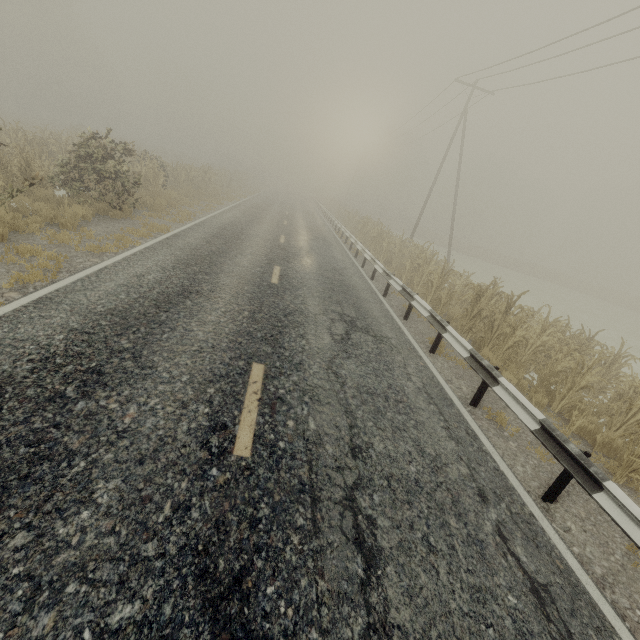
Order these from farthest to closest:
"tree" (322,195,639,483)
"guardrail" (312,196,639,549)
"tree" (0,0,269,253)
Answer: "tree" (0,0,269,253), "tree" (322,195,639,483), "guardrail" (312,196,639,549)

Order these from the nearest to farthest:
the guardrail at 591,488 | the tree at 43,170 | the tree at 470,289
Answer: the guardrail at 591,488 → the tree at 470,289 → the tree at 43,170

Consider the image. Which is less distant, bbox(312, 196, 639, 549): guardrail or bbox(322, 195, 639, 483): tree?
bbox(312, 196, 639, 549): guardrail

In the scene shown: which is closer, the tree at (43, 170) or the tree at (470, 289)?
the tree at (470, 289)

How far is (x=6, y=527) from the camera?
2.20m

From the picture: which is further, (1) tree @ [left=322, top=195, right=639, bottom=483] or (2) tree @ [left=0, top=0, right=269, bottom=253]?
(2) tree @ [left=0, top=0, right=269, bottom=253]
